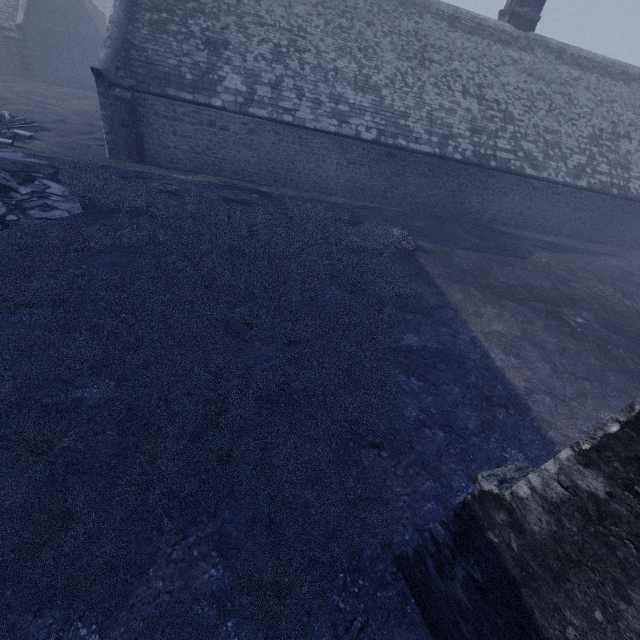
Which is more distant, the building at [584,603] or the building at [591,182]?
the building at [591,182]

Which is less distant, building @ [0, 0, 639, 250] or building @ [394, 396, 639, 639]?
building @ [394, 396, 639, 639]

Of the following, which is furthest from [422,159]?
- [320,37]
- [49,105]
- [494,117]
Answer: [49,105]
